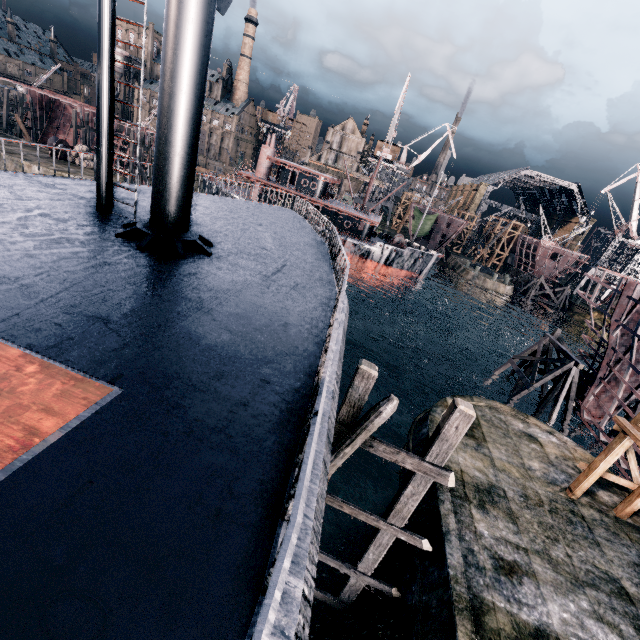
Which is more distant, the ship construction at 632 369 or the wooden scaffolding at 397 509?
the ship construction at 632 369

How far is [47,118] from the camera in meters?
55.7

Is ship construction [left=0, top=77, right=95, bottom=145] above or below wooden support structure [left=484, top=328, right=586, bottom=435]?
above

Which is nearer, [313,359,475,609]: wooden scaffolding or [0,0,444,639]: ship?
[0,0,444,639]: ship

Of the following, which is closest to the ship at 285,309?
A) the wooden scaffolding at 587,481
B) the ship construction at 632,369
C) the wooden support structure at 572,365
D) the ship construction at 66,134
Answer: the wooden scaffolding at 587,481

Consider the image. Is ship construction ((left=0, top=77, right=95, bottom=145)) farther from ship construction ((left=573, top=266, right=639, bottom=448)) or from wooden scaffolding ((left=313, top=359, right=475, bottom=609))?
ship construction ((left=573, top=266, right=639, bottom=448))

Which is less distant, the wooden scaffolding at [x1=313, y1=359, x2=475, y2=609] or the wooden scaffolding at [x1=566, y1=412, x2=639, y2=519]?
the wooden scaffolding at [x1=313, y1=359, x2=475, y2=609]

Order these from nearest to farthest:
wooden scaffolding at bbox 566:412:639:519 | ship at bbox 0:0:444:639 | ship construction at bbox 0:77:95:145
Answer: ship at bbox 0:0:444:639, wooden scaffolding at bbox 566:412:639:519, ship construction at bbox 0:77:95:145
